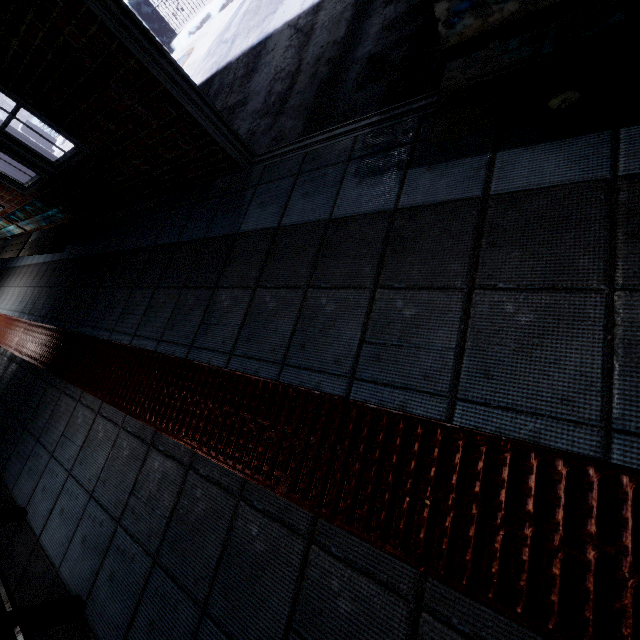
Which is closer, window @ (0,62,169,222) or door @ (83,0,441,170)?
door @ (83,0,441,170)

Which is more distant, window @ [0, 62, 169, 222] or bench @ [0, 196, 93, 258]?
bench @ [0, 196, 93, 258]

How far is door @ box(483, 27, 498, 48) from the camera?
1.2 meters

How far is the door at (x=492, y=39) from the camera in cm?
117

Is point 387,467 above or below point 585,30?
below

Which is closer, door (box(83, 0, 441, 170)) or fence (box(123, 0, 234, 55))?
door (box(83, 0, 441, 170))

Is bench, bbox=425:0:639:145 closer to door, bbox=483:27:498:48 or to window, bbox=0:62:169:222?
door, bbox=483:27:498:48

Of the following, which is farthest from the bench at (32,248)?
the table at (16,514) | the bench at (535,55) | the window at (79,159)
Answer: the bench at (535,55)
